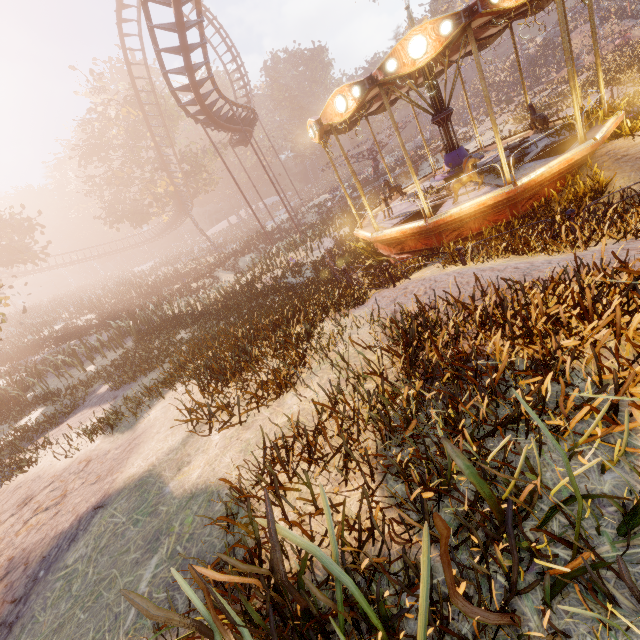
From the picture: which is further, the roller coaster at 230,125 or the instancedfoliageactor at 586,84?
the instancedfoliageactor at 586,84

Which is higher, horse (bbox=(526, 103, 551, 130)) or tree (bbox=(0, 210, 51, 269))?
tree (bbox=(0, 210, 51, 269))

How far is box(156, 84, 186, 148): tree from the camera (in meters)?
33.09

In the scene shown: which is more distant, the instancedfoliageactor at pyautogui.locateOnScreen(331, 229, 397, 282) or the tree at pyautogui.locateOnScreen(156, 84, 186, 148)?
the tree at pyautogui.locateOnScreen(156, 84, 186, 148)

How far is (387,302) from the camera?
7.1 meters

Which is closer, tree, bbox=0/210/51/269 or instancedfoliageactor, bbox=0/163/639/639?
instancedfoliageactor, bbox=0/163/639/639

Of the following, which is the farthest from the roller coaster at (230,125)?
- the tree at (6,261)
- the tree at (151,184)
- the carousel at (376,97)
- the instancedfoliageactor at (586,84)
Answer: the instancedfoliageactor at (586,84)

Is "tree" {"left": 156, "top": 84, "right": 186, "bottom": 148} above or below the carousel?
above
